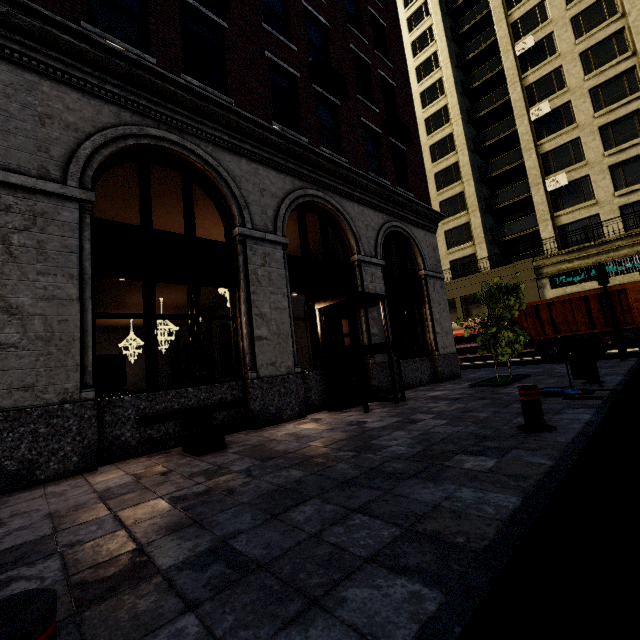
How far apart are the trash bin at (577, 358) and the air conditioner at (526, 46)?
30.63m

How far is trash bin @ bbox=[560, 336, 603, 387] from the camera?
6.9 meters

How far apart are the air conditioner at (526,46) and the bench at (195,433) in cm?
3521

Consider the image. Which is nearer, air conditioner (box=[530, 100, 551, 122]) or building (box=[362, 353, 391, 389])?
building (box=[362, 353, 391, 389])

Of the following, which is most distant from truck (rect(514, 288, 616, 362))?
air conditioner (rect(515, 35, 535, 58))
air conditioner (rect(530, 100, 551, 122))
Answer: air conditioner (rect(515, 35, 535, 58))

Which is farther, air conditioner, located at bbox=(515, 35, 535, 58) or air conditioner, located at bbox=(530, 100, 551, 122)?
air conditioner, located at bbox=(515, 35, 535, 58)

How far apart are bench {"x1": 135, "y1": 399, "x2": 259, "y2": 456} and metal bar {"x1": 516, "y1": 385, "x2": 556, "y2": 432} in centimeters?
397cm

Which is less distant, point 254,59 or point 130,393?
point 130,393
